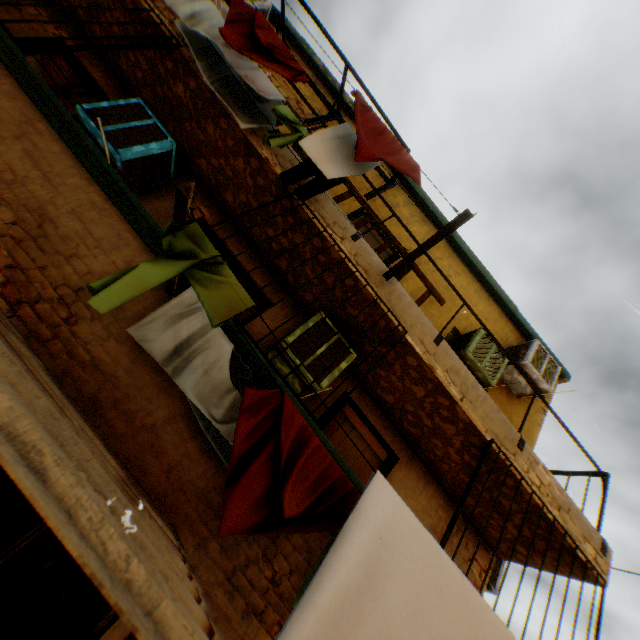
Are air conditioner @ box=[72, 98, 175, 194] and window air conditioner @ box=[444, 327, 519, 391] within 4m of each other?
no

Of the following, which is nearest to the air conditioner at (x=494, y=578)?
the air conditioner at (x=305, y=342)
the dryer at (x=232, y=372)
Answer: the dryer at (x=232, y=372)

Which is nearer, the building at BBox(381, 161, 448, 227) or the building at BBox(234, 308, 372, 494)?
the building at BBox(234, 308, 372, 494)

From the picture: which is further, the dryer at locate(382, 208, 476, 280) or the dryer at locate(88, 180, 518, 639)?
the dryer at locate(382, 208, 476, 280)

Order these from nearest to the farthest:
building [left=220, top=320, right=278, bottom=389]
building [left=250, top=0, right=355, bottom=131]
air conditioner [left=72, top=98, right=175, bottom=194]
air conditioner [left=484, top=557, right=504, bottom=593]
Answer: building [left=220, top=320, right=278, bottom=389]
air conditioner [left=72, top=98, right=175, bottom=194]
air conditioner [left=484, top=557, right=504, bottom=593]
building [left=250, top=0, right=355, bottom=131]

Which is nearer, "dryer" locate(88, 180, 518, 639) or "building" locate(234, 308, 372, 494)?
"dryer" locate(88, 180, 518, 639)

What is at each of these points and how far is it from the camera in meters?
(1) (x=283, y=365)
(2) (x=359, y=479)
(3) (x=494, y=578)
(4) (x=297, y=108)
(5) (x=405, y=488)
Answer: (1) air conditioner, 4.2 m
(2) building, 2.9 m
(3) air conditioner, 5.4 m
(4) building, 6.9 m
(5) building, 4.8 m

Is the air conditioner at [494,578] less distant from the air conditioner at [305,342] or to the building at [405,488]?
the building at [405,488]
